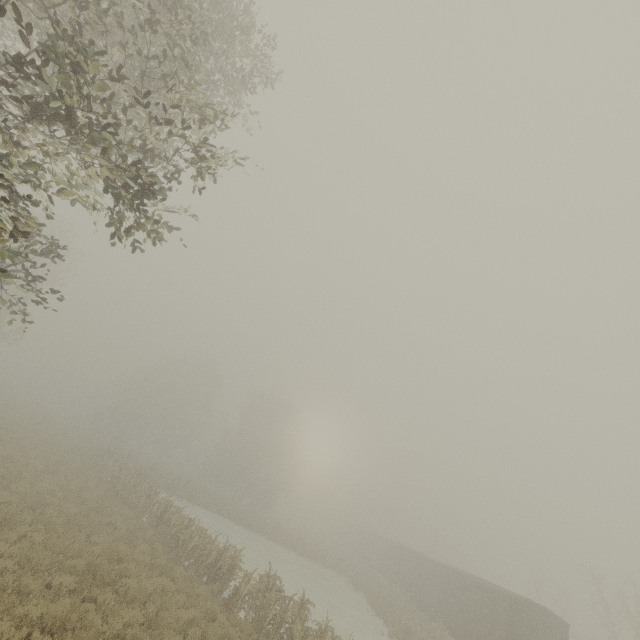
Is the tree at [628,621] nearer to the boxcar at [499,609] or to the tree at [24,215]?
the boxcar at [499,609]

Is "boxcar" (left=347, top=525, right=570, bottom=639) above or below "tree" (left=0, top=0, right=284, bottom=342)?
below

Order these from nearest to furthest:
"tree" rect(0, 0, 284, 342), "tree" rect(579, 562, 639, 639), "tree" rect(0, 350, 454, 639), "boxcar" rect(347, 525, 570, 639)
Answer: "tree" rect(0, 0, 284, 342) → "tree" rect(0, 350, 454, 639) → "boxcar" rect(347, 525, 570, 639) → "tree" rect(579, 562, 639, 639)

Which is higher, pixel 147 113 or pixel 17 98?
pixel 147 113

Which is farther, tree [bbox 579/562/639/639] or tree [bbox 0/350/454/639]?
tree [bbox 579/562/639/639]

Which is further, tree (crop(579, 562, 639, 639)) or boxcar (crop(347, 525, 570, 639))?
tree (crop(579, 562, 639, 639))

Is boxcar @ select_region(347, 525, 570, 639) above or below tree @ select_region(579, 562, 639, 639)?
below
